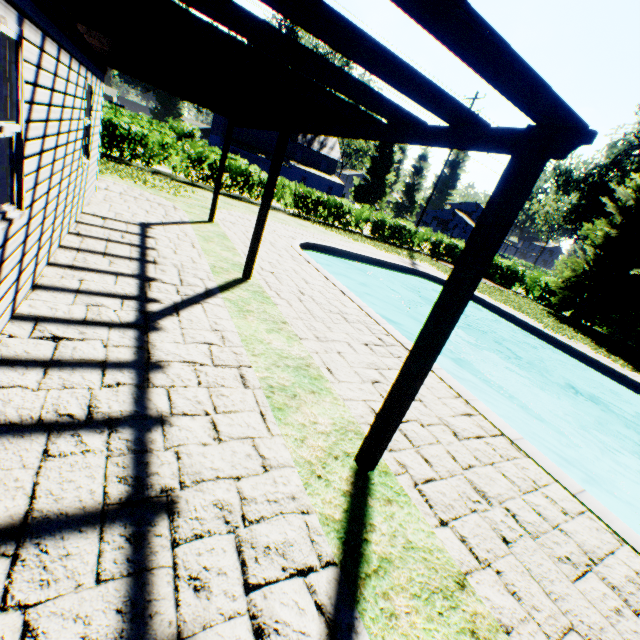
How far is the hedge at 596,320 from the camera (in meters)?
19.99

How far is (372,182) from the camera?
50.5 meters

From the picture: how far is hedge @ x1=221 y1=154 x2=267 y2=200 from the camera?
17.9 meters

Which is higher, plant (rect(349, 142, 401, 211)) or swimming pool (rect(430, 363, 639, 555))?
plant (rect(349, 142, 401, 211))

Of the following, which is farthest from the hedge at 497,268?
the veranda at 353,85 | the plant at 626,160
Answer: the veranda at 353,85

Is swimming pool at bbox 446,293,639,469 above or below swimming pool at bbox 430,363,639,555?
below

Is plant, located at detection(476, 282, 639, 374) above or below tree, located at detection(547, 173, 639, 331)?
below
